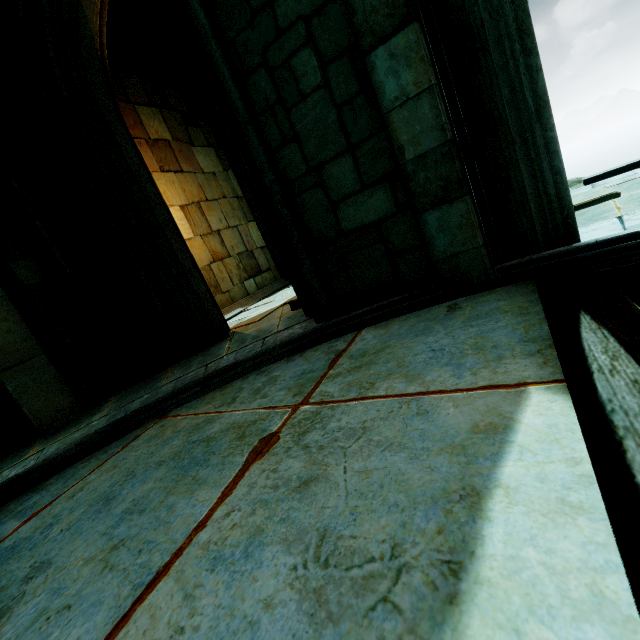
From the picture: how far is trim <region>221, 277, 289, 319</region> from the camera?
7.6 meters

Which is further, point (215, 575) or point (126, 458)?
point (126, 458)

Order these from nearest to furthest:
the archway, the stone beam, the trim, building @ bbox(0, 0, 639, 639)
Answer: building @ bbox(0, 0, 639, 639) < the stone beam < the archway < the trim

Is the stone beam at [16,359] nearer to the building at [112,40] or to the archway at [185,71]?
the building at [112,40]

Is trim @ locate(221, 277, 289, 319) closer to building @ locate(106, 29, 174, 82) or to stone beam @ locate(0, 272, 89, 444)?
building @ locate(106, 29, 174, 82)

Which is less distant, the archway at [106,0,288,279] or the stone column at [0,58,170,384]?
the stone column at [0,58,170,384]

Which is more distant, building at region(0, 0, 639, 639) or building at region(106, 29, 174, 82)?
building at region(106, 29, 174, 82)

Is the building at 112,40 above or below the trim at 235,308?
above
